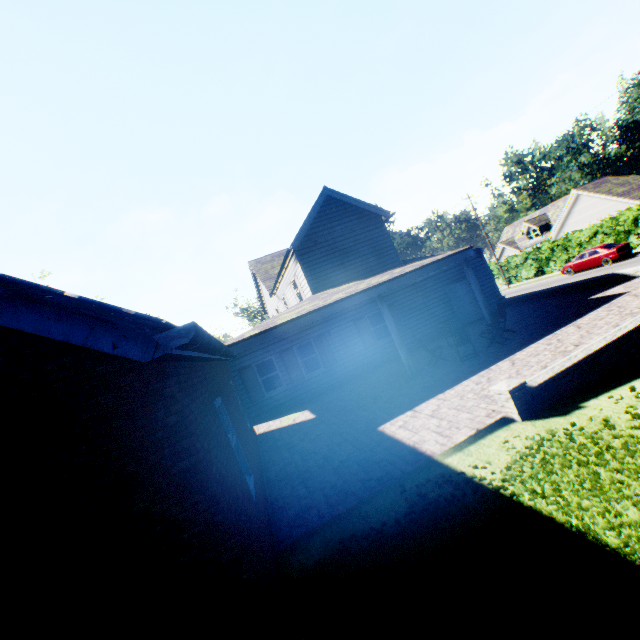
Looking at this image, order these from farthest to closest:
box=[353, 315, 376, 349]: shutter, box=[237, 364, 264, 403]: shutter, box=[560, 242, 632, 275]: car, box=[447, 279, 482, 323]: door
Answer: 1. box=[560, 242, 632, 275]: car
2. box=[447, 279, 482, 323]: door
3. box=[353, 315, 376, 349]: shutter
4. box=[237, 364, 264, 403]: shutter

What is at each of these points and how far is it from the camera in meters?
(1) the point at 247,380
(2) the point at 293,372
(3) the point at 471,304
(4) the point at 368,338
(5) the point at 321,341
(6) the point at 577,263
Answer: (1) shutter, 14.5 m
(2) shutter, 15.0 m
(3) door, 17.2 m
(4) shutter, 16.0 m
(5) shutter, 15.5 m
(6) car, 27.1 m

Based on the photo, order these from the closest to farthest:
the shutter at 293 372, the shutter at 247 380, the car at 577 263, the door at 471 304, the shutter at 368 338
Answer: the shutter at 247 380, the shutter at 293 372, the shutter at 368 338, the door at 471 304, the car at 577 263

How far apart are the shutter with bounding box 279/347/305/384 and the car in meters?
26.2 m

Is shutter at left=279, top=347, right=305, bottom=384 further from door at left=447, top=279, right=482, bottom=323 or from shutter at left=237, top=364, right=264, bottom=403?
door at left=447, top=279, right=482, bottom=323

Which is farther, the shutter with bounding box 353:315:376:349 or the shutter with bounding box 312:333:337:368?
the shutter with bounding box 353:315:376:349

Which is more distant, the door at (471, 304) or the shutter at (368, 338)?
the door at (471, 304)

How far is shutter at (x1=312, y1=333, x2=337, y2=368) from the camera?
15.4 meters
